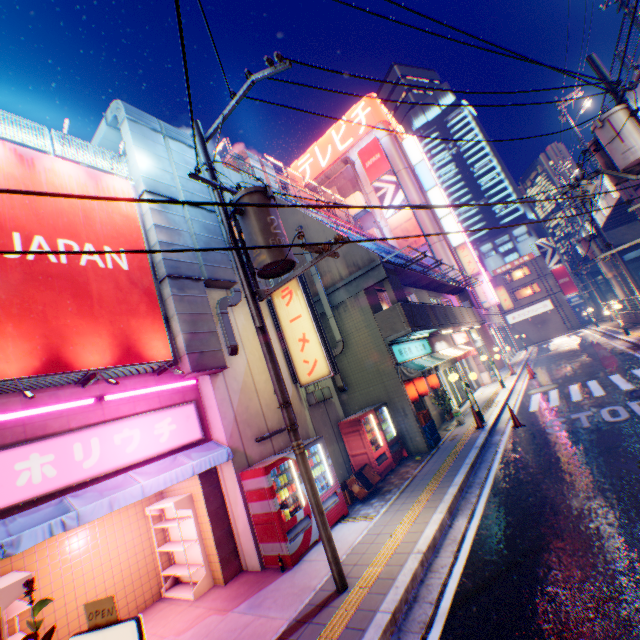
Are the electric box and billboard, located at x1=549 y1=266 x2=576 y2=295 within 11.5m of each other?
no

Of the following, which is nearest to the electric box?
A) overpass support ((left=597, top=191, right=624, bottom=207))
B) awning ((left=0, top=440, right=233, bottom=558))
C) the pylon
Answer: awning ((left=0, top=440, right=233, bottom=558))

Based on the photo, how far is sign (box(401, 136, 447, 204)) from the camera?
33.8 meters

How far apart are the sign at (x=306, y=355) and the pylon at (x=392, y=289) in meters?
3.9 m

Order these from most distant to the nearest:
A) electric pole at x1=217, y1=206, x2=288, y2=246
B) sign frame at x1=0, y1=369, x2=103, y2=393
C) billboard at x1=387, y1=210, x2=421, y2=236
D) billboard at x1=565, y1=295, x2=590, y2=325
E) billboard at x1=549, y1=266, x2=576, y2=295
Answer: billboard at x1=549, y1=266, x2=576, y2=295 < billboard at x1=565, y1=295, x2=590, y2=325 < billboard at x1=387, y1=210, x2=421, y2=236 < electric pole at x1=217, y1=206, x2=288, y2=246 < sign frame at x1=0, y1=369, x2=103, y2=393

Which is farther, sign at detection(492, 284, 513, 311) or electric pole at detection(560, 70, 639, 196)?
sign at detection(492, 284, 513, 311)

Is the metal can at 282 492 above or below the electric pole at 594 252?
below

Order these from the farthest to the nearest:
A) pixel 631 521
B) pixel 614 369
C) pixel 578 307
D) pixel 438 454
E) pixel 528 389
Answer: pixel 578 307
pixel 528 389
pixel 614 369
pixel 438 454
pixel 631 521
